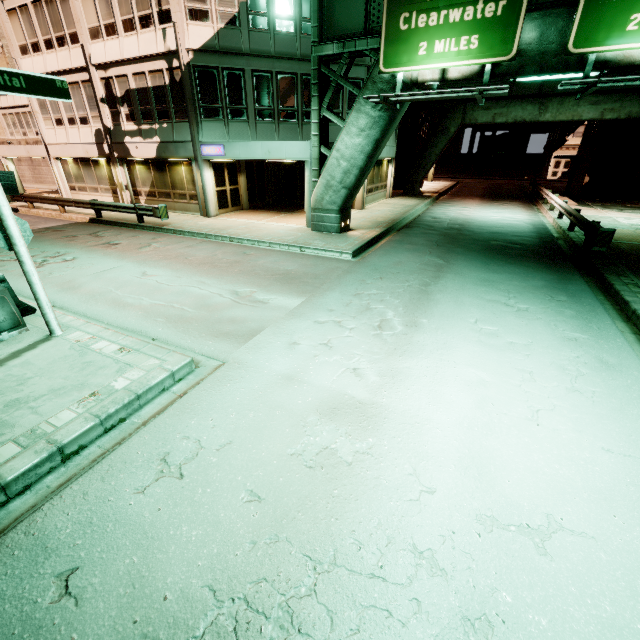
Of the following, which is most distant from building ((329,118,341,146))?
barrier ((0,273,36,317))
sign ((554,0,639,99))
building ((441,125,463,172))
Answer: building ((441,125,463,172))

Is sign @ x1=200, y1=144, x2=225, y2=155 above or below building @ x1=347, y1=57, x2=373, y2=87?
below

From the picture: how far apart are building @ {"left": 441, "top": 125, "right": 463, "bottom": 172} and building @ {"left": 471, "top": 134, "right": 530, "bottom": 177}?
7.5 meters

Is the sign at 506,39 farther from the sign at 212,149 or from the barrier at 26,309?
the barrier at 26,309

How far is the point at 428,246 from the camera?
13.3 meters

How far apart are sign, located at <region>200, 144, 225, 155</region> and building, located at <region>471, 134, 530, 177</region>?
49.81m

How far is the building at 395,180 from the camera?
21.31m

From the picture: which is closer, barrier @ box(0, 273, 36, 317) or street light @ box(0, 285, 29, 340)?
street light @ box(0, 285, 29, 340)
